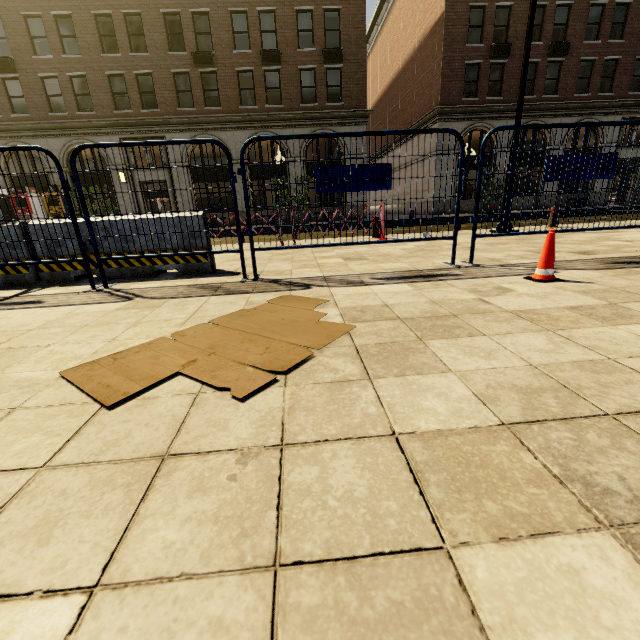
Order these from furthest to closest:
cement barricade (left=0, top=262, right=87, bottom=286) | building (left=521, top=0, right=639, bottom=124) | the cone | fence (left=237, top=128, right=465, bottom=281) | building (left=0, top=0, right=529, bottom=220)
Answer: building (left=521, top=0, right=639, bottom=124) < building (left=0, top=0, right=529, bottom=220) < cement barricade (left=0, top=262, right=87, bottom=286) < fence (left=237, top=128, right=465, bottom=281) < the cone

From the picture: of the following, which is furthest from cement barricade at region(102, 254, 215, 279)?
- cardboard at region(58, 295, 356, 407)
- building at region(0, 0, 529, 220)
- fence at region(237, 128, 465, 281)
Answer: building at region(0, 0, 529, 220)

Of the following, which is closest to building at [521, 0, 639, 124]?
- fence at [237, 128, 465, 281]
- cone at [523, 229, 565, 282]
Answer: fence at [237, 128, 465, 281]

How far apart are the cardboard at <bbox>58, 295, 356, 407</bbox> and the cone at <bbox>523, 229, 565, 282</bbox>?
2.1 meters

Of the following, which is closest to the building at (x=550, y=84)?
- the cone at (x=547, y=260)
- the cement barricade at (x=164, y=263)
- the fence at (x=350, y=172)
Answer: the cement barricade at (x=164, y=263)

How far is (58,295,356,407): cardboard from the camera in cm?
160

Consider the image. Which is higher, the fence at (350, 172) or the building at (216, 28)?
the building at (216, 28)

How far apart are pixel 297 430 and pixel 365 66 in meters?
26.1
